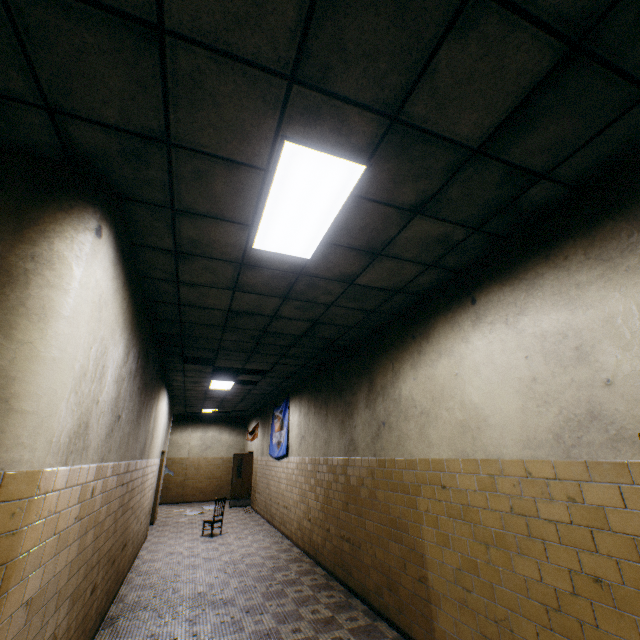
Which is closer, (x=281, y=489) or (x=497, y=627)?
(x=497, y=627)

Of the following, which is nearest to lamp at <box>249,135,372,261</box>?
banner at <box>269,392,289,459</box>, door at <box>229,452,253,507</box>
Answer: banner at <box>269,392,289,459</box>

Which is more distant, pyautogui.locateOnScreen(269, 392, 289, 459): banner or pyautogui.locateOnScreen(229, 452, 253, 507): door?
pyautogui.locateOnScreen(229, 452, 253, 507): door

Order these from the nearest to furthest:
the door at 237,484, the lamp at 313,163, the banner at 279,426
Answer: the lamp at 313,163
the banner at 279,426
the door at 237,484

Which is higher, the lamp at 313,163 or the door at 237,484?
the lamp at 313,163

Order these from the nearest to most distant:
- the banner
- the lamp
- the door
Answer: the lamp < the banner < the door

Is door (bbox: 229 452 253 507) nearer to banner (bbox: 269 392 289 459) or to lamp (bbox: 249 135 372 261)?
banner (bbox: 269 392 289 459)
